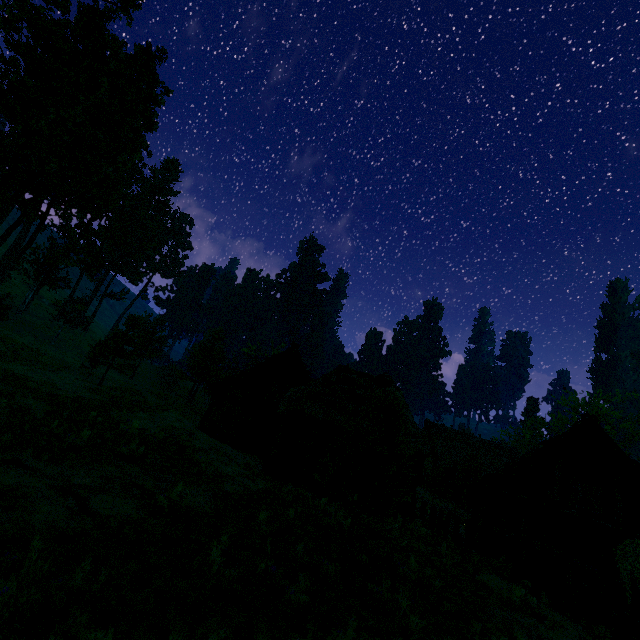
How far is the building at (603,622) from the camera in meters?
12.0

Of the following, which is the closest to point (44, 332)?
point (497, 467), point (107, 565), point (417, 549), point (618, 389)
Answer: point (107, 565)

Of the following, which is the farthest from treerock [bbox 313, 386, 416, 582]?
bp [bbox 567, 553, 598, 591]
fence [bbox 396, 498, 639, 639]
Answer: bp [bbox 567, 553, 598, 591]

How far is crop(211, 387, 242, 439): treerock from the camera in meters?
20.1 m

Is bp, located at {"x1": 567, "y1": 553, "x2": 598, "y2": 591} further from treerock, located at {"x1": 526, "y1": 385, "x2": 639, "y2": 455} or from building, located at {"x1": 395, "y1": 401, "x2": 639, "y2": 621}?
treerock, located at {"x1": 526, "y1": 385, "x2": 639, "y2": 455}

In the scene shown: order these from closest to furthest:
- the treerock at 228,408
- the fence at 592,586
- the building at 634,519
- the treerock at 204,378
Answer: Result:
1. the fence at 592,586
2. the building at 634,519
3. the treerock at 228,408
4. the treerock at 204,378

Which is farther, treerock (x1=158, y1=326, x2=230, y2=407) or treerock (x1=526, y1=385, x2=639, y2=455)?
treerock (x1=158, y1=326, x2=230, y2=407)

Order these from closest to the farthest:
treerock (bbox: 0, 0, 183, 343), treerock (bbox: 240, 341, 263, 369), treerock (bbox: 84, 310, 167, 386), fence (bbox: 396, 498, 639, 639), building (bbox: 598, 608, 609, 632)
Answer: fence (bbox: 396, 498, 639, 639) → building (bbox: 598, 608, 609, 632) → treerock (bbox: 0, 0, 183, 343) → treerock (bbox: 84, 310, 167, 386) → treerock (bbox: 240, 341, 263, 369)
